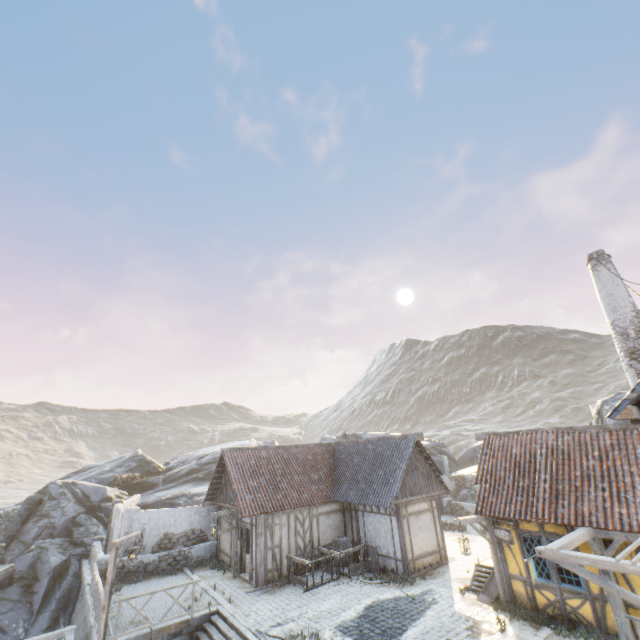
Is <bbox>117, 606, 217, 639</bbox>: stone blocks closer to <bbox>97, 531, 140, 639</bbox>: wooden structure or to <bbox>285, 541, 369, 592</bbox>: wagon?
<bbox>97, 531, 140, 639</bbox>: wooden structure

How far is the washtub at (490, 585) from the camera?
11.8m

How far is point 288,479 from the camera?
18.0 meters

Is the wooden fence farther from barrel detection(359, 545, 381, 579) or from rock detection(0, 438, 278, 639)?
barrel detection(359, 545, 381, 579)

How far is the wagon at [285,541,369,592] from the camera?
14.1 meters

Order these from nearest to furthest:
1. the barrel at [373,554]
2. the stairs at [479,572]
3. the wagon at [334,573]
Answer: the stairs at [479,572], the wagon at [334,573], the barrel at [373,554]

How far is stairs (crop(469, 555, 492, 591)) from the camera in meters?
12.8 m

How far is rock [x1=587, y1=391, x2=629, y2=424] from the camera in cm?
1673
